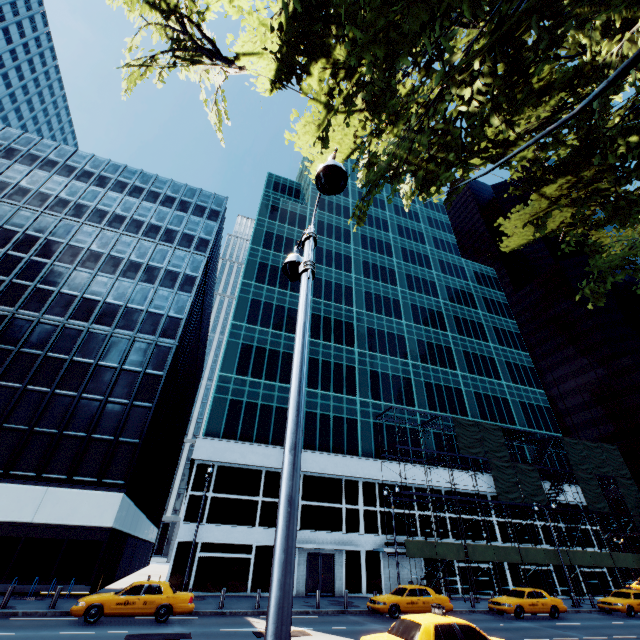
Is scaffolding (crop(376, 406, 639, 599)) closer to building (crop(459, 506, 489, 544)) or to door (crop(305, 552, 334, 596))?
building (crop(459, 506, 489, 544))

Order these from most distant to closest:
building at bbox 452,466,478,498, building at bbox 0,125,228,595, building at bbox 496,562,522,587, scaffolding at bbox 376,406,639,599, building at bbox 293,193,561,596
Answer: building at bbox 452,466,478,498
building at bbox 496,562,522,587
building at bbox 293,193,561,596
scaffolding at bbox 376,406,639,599
building at bbox 0,125,228,595

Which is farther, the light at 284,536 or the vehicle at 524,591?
the vehicle at 524,591

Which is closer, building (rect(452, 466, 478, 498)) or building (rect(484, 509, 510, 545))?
building (rect(484, 509, 510, 545))

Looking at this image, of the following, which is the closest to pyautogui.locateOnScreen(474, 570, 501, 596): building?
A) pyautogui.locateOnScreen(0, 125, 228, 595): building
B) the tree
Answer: pyautogui.locateOnScreen(0, 125, 228, 595): building

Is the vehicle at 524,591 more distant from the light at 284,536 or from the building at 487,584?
the light at 284,536

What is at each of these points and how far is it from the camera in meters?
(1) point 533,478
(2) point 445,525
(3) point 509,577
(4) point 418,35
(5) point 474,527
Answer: (1) scaffolding, 34.8
(2) building, 32.7
(3) building, 32.0
(4) tree, 8.9
(5) building, 33.6

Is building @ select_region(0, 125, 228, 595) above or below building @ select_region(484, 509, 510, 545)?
below
